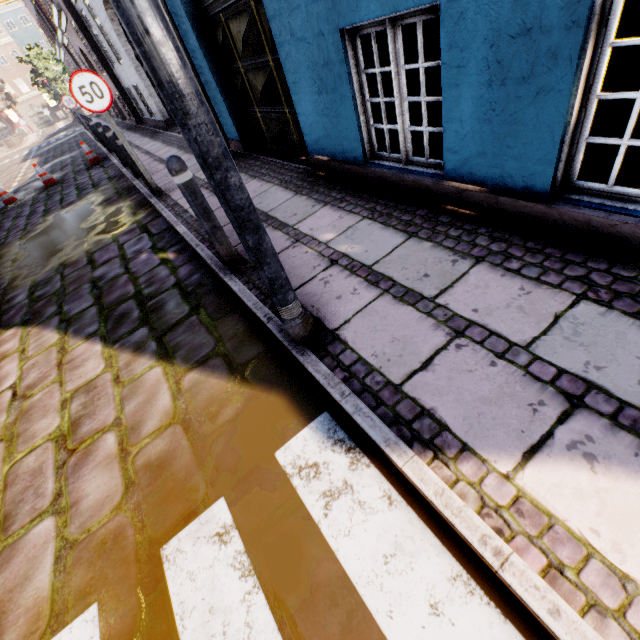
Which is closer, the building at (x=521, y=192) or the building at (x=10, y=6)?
the building at (x=521, y=192)

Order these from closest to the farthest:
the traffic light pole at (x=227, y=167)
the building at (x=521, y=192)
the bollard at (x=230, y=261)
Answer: the traffic light pole at (x=227, y=167)
the building at (x=521, y=192)
the bollard at (x=230, y=261)

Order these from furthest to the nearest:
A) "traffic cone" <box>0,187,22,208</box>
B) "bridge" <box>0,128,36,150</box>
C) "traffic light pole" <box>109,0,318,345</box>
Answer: "bridge" <box>0,128,36,150</box>, "traffic cone" <box>0,187,22,208</box>, "traffic light pole" <box>109,0,318,345</box>

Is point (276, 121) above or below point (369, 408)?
above

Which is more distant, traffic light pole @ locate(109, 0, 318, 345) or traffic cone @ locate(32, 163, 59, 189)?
traffic cone @ locate(32, 163, 59, 189)

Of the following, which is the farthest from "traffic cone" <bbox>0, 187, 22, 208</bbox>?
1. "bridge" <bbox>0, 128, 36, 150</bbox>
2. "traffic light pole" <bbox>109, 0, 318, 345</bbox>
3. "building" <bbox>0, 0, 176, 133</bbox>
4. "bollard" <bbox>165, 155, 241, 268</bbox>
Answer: "bridge" <bbox>0, 128, 36, 150</bbox>

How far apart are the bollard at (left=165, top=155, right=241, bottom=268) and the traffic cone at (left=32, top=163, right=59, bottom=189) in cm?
1183

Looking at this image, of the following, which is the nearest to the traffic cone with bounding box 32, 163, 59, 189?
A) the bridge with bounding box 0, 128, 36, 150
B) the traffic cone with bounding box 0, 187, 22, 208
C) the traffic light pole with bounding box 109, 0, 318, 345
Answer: the traffic cone with bounding box 0, 187, 22, 208
